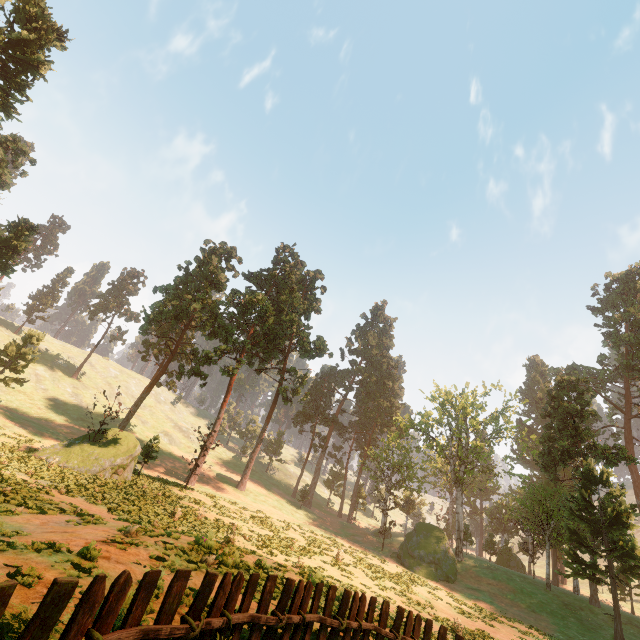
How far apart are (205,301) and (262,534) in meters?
27.3

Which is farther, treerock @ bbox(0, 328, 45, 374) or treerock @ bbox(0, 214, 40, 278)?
treerock @ bbox(0, 328, 45, 374)

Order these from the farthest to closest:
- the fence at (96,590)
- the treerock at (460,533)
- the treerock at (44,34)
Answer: the treerock at (460,533), the treerock at (44,34), the fence at (96,590)

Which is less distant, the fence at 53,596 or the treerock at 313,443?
the fence at 53,596

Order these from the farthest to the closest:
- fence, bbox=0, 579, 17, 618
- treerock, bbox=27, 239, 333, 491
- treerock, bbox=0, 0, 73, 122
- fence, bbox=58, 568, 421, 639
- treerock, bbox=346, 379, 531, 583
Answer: treerock, bbox=346, 379, 531, 583 < treerock, bbox=0, 0, 73, 122 < treerock, bbox=27, 239, 333, 491 < fence, bbox=58, 568, 421, 639 < fence, bbox=0, 579, 17, 618

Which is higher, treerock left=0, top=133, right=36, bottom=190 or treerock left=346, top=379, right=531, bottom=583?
treerock left=0, top=133, right=36, bottom=190

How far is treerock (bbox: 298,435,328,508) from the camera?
50.9m
